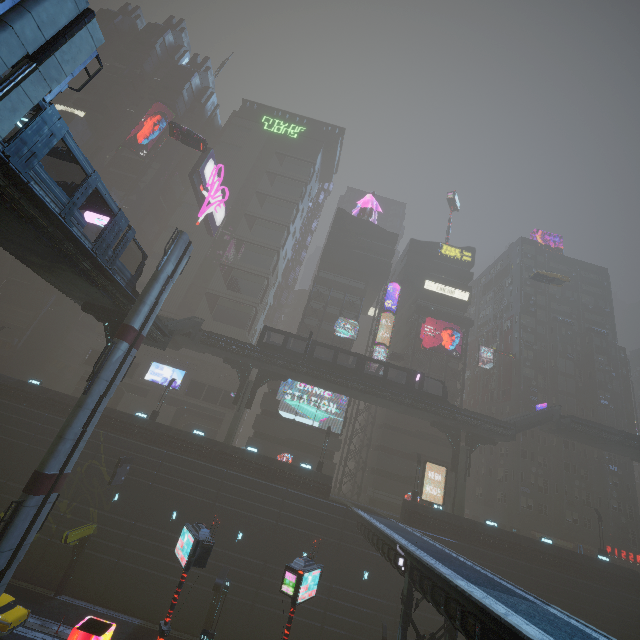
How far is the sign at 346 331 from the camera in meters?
47.0 m

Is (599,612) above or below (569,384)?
below

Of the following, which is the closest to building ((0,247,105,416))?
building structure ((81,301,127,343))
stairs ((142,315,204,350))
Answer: stairs ((142,315,204,350))

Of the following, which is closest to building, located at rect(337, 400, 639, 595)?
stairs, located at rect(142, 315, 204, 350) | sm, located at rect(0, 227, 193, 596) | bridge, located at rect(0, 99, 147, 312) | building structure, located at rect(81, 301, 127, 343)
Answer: sm, located at rect(0, 227, 193, 596)

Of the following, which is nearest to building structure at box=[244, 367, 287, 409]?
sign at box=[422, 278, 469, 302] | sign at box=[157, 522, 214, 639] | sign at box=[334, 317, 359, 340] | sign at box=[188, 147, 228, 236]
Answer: sign at box=[334, 317, 359, 340]

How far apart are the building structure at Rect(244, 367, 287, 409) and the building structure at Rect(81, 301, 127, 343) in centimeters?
1738cm

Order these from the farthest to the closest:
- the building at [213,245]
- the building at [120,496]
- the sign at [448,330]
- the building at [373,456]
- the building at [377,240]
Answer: the building at [213,245]
the building at [377,240]
the sign at [448,330]
the building at [373,456]
the building at [120,496]

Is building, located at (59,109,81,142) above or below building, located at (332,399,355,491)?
above
